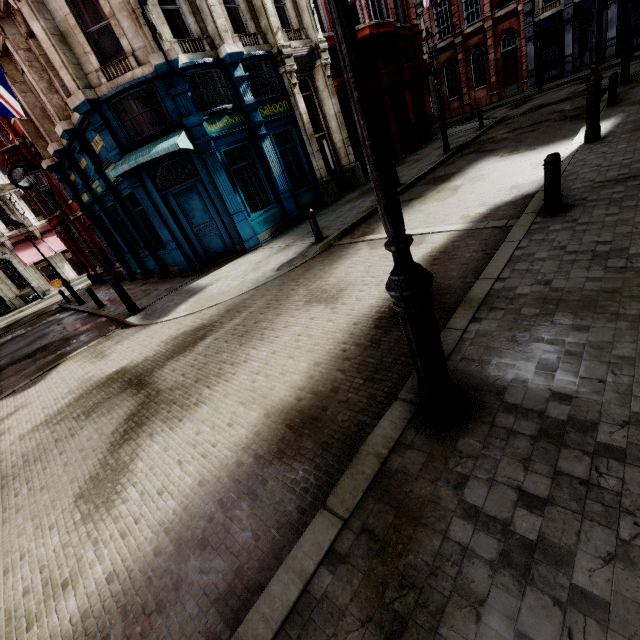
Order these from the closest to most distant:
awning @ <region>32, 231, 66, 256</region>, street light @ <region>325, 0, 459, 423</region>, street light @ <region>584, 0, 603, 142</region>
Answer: street light @ <region>325, 0, 459, 423</region>, street light @ <region>584, 0, 603, 142</region>, awning @ <region>32, 231, 66, 256</region>

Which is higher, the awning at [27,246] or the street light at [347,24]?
the awning at [27,246]

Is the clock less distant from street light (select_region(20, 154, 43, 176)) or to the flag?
the flag

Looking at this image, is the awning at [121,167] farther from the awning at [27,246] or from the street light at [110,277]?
the awning at [27,246]

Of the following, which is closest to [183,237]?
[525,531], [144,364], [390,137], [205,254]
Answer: [205,254]

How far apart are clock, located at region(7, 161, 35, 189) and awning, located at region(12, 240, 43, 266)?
19.7m

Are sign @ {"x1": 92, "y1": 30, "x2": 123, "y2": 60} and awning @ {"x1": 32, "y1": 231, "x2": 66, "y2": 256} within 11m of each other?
no

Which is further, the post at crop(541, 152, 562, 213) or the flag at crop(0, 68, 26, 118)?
the flag at crop(0, 68, 26, 118)
